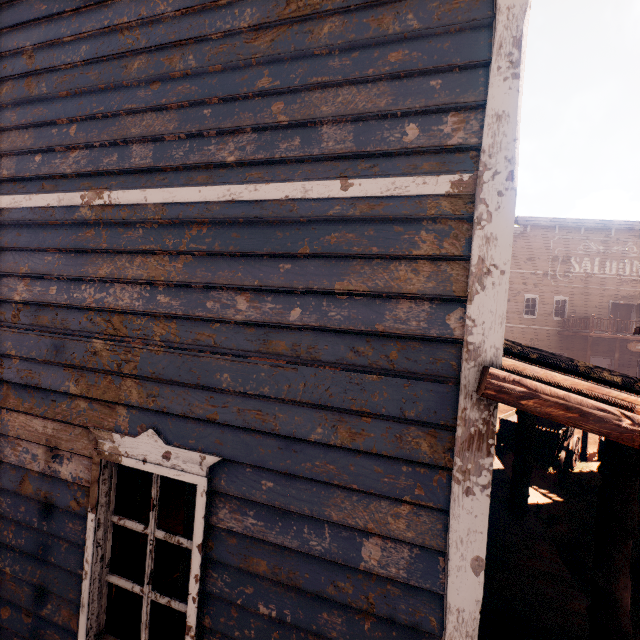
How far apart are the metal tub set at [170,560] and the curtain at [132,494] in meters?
1.2 m

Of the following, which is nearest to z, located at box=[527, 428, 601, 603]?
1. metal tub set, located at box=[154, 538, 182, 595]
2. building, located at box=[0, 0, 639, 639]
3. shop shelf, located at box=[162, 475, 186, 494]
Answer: building, located at box=[0, 0, 639, 639]

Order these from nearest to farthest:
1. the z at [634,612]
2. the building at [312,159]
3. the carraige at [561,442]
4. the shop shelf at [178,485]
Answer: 1. the building at [312,159]
2. the z at [634,612]
3. the shop shelf at [178,485]
4. the carraige at [561,442]

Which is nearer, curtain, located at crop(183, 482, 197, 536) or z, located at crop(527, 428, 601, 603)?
curtain, located at crop(183, 482, 197, 536)

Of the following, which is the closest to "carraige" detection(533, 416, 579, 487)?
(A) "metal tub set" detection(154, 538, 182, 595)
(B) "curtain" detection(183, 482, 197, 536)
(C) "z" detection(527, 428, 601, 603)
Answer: (C) "z" detection(527, 428, 601, 603)

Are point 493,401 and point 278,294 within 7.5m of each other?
yes

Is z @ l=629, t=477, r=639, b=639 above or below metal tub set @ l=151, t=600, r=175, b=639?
below

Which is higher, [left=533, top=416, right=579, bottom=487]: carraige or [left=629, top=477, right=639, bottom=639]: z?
[left=533, top=416, right=579, bottom=487]: carraige
